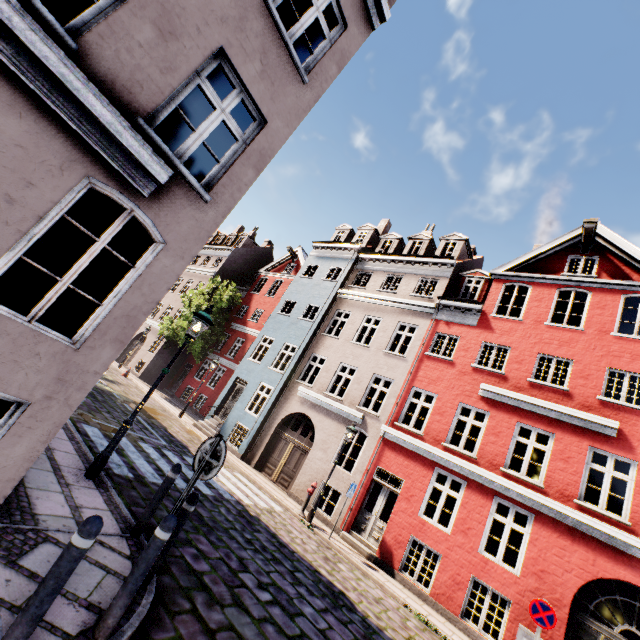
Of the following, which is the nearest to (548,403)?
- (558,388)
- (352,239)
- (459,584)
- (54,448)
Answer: (558,388)

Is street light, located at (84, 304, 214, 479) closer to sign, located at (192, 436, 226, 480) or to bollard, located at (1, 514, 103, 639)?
sign, located at (192, 436, 226, 480)

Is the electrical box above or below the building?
below

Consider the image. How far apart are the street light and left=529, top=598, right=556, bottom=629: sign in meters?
10.1 m

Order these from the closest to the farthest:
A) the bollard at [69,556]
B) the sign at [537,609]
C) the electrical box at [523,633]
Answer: the bollard at [69,556] < the sign at [537,609] < the electrical box at [523,633]

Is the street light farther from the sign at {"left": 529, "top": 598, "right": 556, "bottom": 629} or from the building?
the sign at {"left": 529, "top": 598, "right": 556, "bottom": 629}

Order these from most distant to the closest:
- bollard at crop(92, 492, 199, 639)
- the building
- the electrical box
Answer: the electrical box
the building
bollard at crop(92, 492, 199, 639)

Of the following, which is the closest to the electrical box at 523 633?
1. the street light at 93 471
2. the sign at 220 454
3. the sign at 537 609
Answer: Answer: the sign at 537 609
